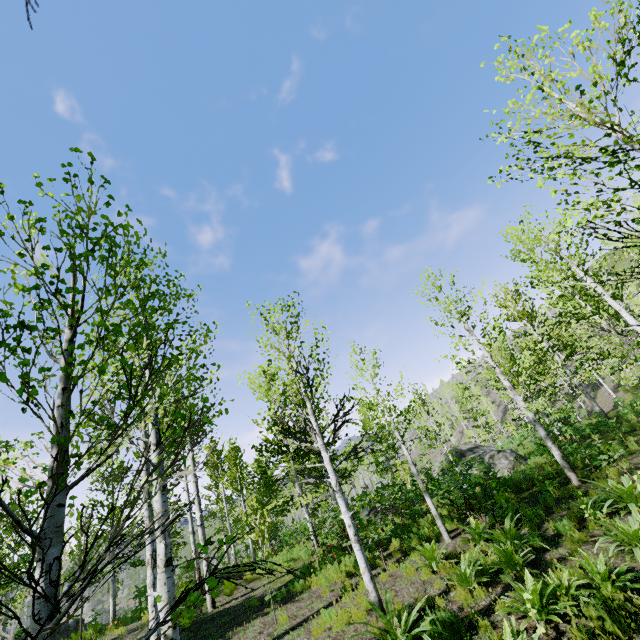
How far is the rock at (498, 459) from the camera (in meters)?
15.35

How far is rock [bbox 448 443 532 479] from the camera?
15.35m

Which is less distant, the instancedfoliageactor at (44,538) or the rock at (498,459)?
the instancedfoliageactor at (44,538)

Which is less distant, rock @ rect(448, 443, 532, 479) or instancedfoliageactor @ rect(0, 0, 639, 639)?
instancedfoliageactor @ rect(0, 0, 639, 639)

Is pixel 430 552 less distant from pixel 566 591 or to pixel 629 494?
pixel 566 591
